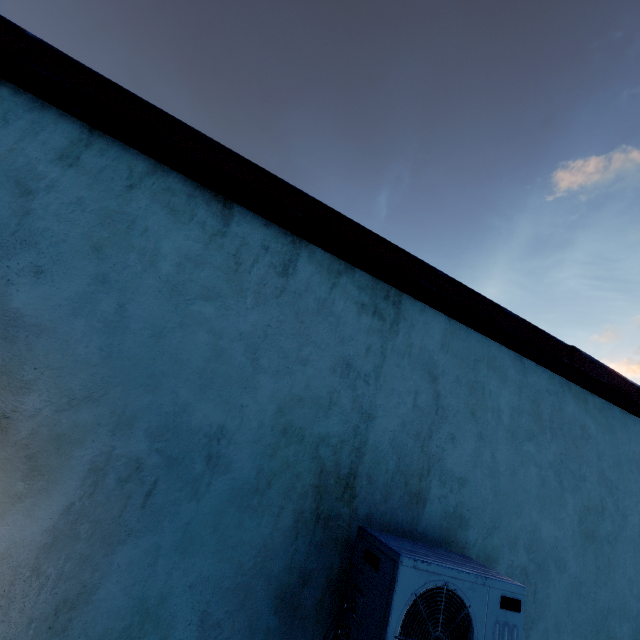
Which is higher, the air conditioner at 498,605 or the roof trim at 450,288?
the roof trim at 450,288

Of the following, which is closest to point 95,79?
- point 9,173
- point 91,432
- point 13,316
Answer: point 9,173

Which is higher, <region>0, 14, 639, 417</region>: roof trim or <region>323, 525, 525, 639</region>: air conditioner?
<region>0, 14, 639, 417</region>: roof trim
